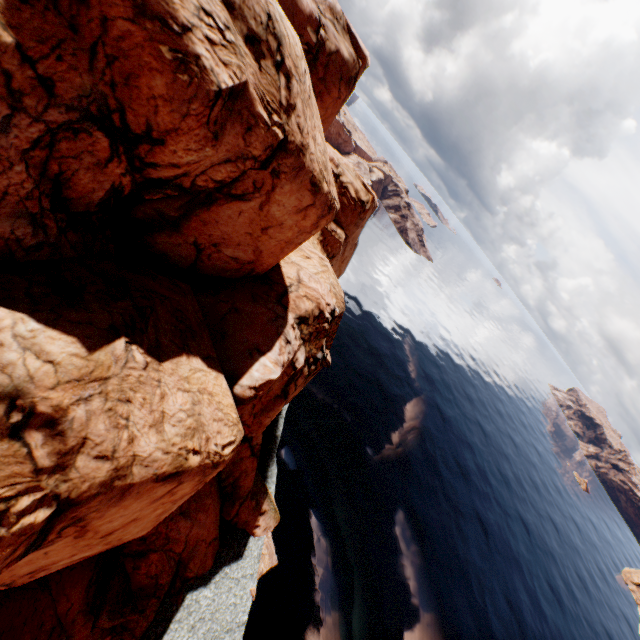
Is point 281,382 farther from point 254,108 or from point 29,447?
point 254,108
